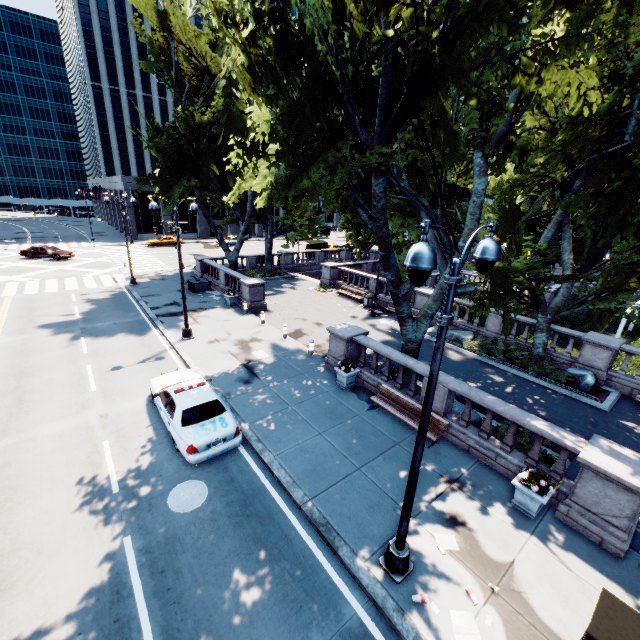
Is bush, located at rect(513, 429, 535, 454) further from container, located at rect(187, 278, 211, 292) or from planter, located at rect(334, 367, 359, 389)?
container, located at rect(187, 278, 211, 292)

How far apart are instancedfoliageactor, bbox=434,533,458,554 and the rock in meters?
11.9 m

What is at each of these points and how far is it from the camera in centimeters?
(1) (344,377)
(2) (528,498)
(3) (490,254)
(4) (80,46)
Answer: (1) planter, 1390cm
(2) planter, 857cm
(3) light, 524cm
(4) building, 5991cm

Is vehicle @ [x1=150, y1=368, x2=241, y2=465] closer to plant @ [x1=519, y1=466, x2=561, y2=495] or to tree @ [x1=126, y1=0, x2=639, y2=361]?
tree @ [x1=126, y1=0, x2=639, y2=361]

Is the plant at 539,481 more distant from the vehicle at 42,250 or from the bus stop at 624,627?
the vehicle at 42,250

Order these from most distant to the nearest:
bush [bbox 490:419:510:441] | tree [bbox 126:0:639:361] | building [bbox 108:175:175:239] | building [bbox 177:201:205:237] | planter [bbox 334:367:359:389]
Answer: building [bbox 177:201:205:237] < building [bbox 108:175:175:239] < planter [bbox 334:367:359:389] < bush [bbox 490:419:510:441] < tree [bbox 126:0:639:361]

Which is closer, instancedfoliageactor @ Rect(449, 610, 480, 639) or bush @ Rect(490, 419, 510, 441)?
instancedfoliageactor @ Rect(449, 610, 480, 639)

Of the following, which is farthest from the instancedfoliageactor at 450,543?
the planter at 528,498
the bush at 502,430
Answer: the bush at 502,430
